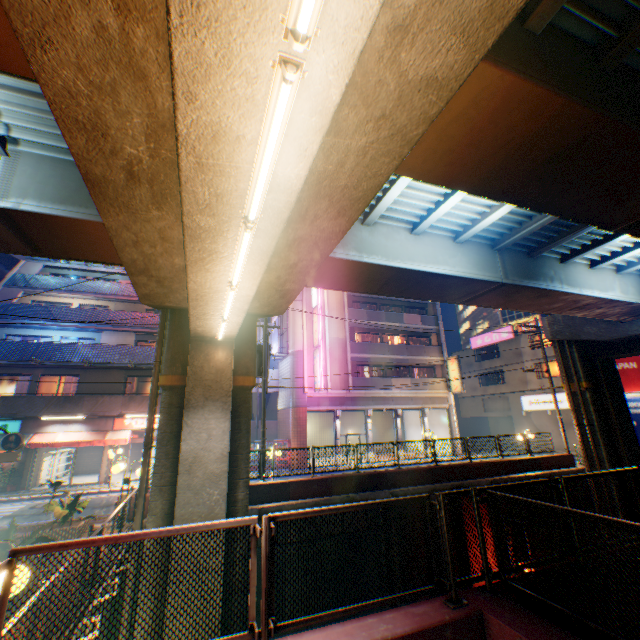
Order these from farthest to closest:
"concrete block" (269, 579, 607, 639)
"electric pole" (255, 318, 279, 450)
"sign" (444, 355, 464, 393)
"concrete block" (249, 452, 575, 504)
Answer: "sign" (444, 355, 464, 393)
"electric pole" (255, 318, 279, 450)
"concrete block" (249, 452, 575, 504)
"concrete block" (269, 579, 607, 639)

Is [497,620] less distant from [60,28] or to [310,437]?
[60,28]

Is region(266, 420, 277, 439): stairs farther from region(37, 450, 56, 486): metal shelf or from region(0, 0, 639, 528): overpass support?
region(0, 0, 639, 528): overpass support

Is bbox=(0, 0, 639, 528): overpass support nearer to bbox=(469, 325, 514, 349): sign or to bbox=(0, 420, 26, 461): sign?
bbox=(0, 420, 26, 461): sign

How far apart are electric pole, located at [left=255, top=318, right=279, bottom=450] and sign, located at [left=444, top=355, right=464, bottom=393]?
19.51m

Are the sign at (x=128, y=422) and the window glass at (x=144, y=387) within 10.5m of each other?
yes

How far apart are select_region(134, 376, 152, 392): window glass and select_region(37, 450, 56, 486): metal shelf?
5.2 meters

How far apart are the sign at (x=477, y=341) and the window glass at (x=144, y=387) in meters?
35.1 m
